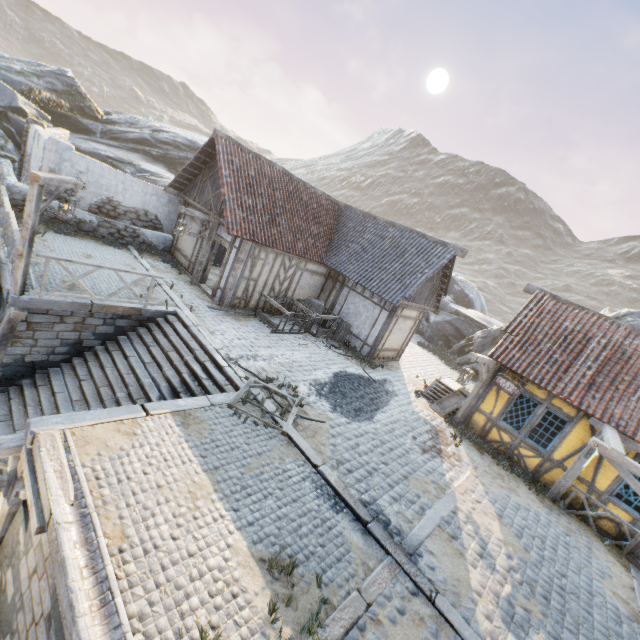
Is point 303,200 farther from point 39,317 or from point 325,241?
point 39,317

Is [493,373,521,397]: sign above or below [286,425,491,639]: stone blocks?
above

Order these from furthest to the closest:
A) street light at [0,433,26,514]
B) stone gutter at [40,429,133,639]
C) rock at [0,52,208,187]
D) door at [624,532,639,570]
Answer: rock at [0,52,208,187]
door at [624,532,639,570]
street light at [0,433,26,514]
stone gutter at [40,429,133,639]

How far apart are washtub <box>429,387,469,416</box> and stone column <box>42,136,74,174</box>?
17.25m

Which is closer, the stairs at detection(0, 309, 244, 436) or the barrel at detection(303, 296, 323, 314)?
the stairs at detection(0, 309, 244, 436)

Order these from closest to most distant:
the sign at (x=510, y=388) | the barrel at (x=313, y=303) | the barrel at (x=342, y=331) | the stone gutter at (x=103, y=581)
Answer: the stone gutter at (x=103, y=581), the sign at (x=510, y=388), the barrel at (x=342, y=331), the barrel at (x=313, y=303)

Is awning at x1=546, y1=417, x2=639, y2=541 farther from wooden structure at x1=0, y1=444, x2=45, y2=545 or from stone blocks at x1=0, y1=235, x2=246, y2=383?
wooden structure at x1=0, y1=444, x2=45, y2=545

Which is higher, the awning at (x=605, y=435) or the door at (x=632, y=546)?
the awning at (x=605, y=435)
